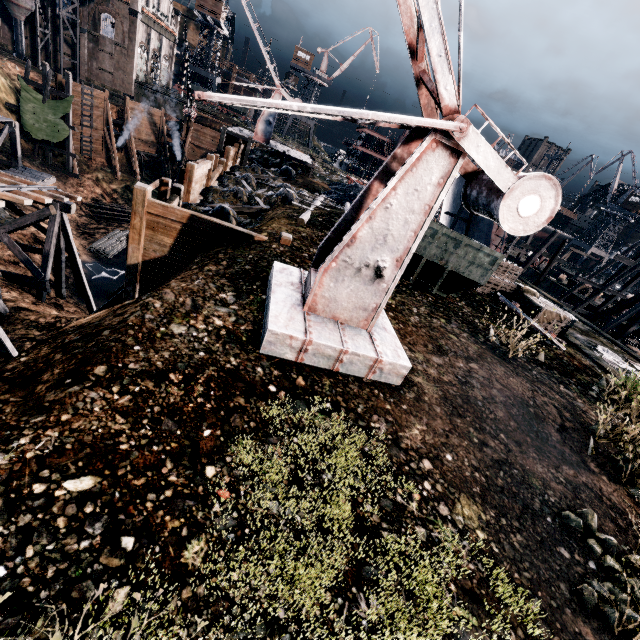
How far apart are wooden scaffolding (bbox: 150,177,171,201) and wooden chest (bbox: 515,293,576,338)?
16.7 meters

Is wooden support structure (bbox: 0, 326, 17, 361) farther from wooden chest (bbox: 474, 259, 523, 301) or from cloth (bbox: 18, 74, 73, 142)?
cloth (bbox: 18, 74, 73, 142)

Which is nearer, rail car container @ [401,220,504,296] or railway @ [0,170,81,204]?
rail car container @ [401,220,504,296]

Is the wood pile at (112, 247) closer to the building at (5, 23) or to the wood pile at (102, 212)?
the wood pile at (102, 212)

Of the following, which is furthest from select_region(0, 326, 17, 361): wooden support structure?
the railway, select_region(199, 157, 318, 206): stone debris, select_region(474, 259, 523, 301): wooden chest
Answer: select_region(474, 259, 523, 301): wooden chest

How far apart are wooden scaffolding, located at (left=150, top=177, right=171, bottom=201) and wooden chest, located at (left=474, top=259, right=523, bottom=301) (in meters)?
14.92

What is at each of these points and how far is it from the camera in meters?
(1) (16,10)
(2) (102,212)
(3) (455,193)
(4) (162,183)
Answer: (1) silo, 44.9
(2) wood pile, 37.5
(3) ship construction, 43.8
(4) wooden scaffolding, 13.7

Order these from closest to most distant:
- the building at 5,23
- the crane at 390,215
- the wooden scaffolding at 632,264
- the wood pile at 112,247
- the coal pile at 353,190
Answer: the crane at 390,215
the coal pile at 353,190
the wooden scaffolding at 632,264
the wood pile at 112,247
the building at 5,23
